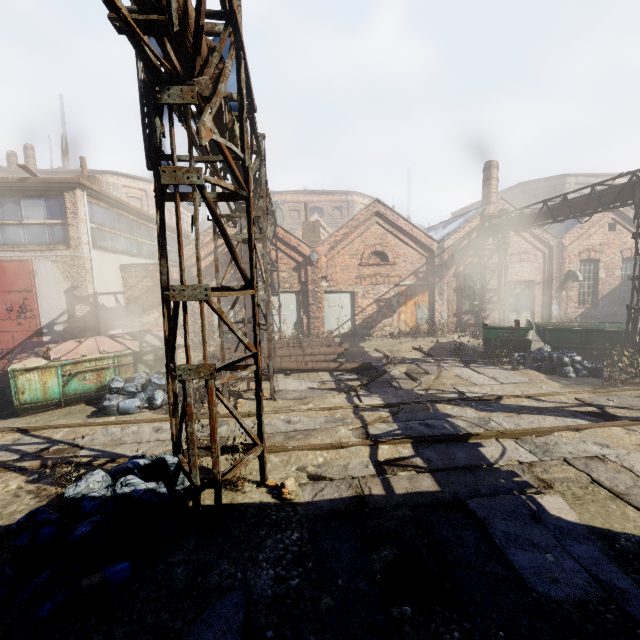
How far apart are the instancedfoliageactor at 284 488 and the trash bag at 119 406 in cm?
478

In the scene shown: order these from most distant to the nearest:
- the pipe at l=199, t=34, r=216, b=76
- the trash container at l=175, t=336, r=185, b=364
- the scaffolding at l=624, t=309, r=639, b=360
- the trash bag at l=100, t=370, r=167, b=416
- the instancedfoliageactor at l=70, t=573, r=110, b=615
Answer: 1. the trash container at l=175, t=336, r=185, b=364
2. the scaffolding at l=624, t=309, r=639, b=360
3. the trash bag at l=100, t=370, r=167, b=416
4. the pipe at l=199, t=34, r=216, b=76
5. the instancedfoliageactor at l=70, t=573, r=110, b=615

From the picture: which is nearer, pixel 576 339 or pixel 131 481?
pixel 131 481

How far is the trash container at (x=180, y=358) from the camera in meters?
10.7 m

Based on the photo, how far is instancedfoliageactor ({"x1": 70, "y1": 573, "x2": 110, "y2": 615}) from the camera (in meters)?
2.98

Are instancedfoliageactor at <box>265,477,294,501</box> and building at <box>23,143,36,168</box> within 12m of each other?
no

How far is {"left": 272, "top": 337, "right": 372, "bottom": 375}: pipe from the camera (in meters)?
11.80

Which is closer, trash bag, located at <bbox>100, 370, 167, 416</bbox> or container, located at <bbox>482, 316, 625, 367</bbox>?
trash bag, located at <bbox>100, 370, 167, 416</bbox>
